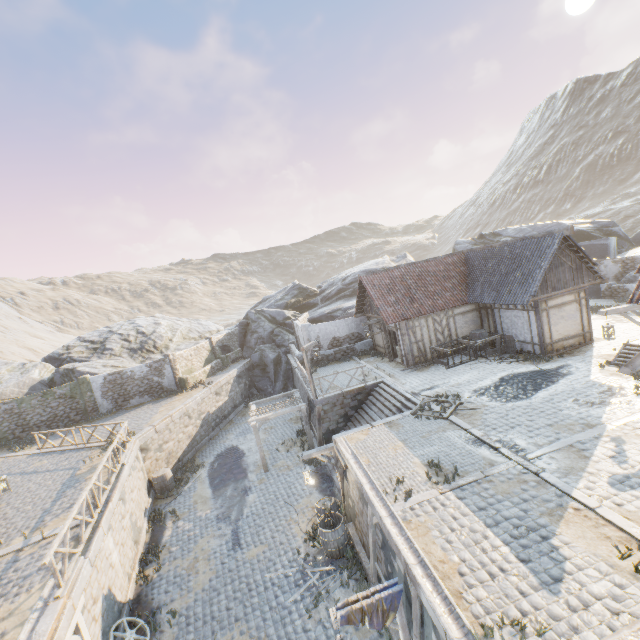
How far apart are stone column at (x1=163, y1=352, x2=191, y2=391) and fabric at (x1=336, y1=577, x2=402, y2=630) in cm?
2208

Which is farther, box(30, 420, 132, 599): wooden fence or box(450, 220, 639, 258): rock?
box(450, 220, 639, 258): rock

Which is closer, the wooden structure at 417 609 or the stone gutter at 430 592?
the stone gutter at 430 592

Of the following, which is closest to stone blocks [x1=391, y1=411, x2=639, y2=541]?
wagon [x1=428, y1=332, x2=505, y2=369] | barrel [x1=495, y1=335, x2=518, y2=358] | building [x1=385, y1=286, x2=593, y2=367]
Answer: building [x1=385, y1=286, x2=593, y2=367]

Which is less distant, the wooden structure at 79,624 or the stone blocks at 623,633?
the stone blocks at 623,633

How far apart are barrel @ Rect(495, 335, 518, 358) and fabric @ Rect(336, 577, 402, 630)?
13.46m

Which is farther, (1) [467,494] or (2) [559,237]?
(2) [559,237]

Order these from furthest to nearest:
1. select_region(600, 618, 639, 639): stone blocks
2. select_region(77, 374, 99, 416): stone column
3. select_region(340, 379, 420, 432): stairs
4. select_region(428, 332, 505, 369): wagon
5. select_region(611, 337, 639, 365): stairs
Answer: select_region(77, 374, 99, 416): stone column
select_region(428, 332, 505, 369): wagon
select_region(340, 379, 420, 432): stairs
select_region(611, 337, 639, 365): stairs
select_region(600, 618, 639, 639): stone blocks
